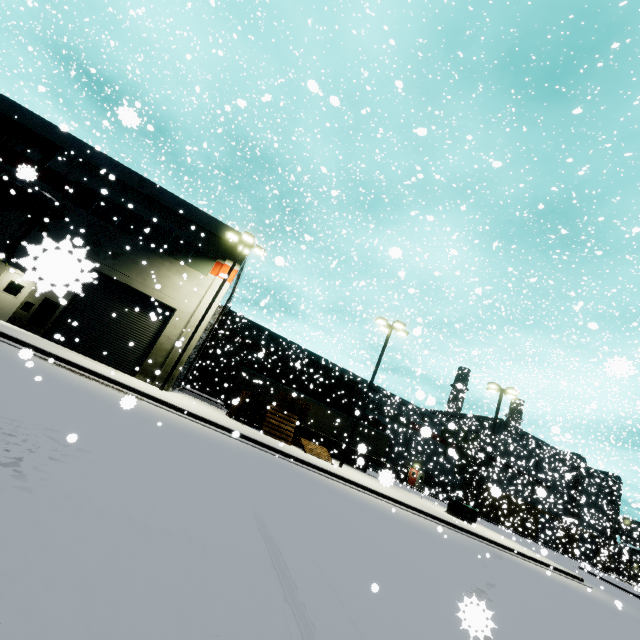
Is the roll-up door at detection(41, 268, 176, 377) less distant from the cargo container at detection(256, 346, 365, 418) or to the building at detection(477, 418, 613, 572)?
the building at detection(477, 418, 613, 572)

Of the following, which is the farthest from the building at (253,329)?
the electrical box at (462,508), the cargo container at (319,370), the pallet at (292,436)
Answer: the electrical box at (462,508)

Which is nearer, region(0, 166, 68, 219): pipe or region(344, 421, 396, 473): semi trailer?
region(0, 166, 68, 219): pipe

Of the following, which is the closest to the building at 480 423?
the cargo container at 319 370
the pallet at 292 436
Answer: the pallet at 292 436

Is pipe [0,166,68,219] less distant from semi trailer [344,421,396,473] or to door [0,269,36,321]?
door [0,269,36,321]

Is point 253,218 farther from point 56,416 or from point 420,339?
point 56,416

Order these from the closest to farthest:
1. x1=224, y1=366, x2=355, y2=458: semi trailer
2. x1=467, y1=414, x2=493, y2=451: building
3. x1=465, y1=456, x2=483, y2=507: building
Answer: x1=224, y1=366, x2=355, y2=458: semi trailer → x1=467, y1=414, x2=493, y2=451: building → x1=465, y1=456, x2=483, y2=507: building

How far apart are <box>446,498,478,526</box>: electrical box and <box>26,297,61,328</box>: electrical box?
27.0 meters
